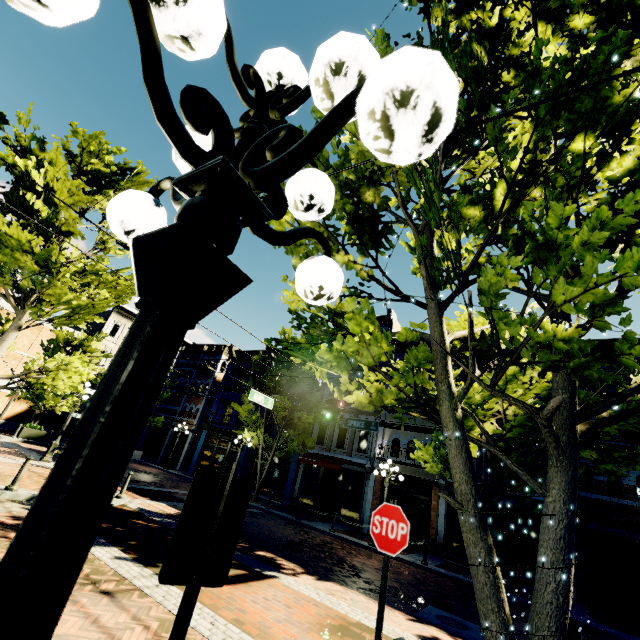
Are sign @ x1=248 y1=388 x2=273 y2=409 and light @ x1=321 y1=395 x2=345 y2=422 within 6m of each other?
yes

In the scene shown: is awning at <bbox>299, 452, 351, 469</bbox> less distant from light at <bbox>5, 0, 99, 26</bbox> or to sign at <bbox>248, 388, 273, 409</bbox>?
sign at <bbox>248, 388, 273, 409</bbox>

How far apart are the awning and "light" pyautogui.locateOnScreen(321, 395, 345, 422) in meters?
7.8 m

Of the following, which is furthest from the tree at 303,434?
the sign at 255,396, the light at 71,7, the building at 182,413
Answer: the sign at 255,396

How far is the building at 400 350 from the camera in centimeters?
2262cm

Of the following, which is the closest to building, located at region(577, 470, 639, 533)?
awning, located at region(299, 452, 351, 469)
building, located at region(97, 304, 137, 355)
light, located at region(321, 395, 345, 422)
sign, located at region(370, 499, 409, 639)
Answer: awning, located at region(299, 452, 351, 469)

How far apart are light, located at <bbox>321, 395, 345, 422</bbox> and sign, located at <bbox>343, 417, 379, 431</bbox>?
2.1m

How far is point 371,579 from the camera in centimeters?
931cm
